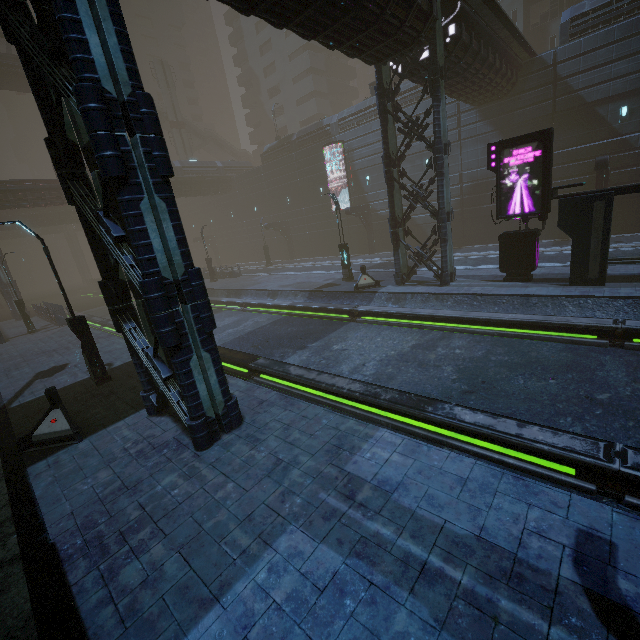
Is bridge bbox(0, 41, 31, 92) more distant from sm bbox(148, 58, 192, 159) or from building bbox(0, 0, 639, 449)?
sm bbox(148, 58, 192, 159)

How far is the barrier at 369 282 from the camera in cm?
1848

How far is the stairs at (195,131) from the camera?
53.0m

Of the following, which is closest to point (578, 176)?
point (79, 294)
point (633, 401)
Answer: point (633, 401)

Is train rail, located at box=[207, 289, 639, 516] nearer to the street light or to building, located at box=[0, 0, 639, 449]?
building, located at box=[0, 0, 639, 449]

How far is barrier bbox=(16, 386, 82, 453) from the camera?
7.9m

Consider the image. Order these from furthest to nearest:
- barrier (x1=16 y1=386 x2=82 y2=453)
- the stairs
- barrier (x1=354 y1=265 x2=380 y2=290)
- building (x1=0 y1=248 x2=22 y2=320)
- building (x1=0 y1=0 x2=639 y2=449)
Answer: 1. the stairs
2. building (x1=0 y1=248 x2=22 y2=320)
3. barrier (x1=354 y1=265 x2=380 y2=290)
4. barrier (x1=16 y1=386 x2=82 y2=453)
5. building (x1=0 y1=0 x2=639 y2=449)

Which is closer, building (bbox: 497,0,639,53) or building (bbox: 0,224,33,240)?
building (bbox: 497,0,639,53)
